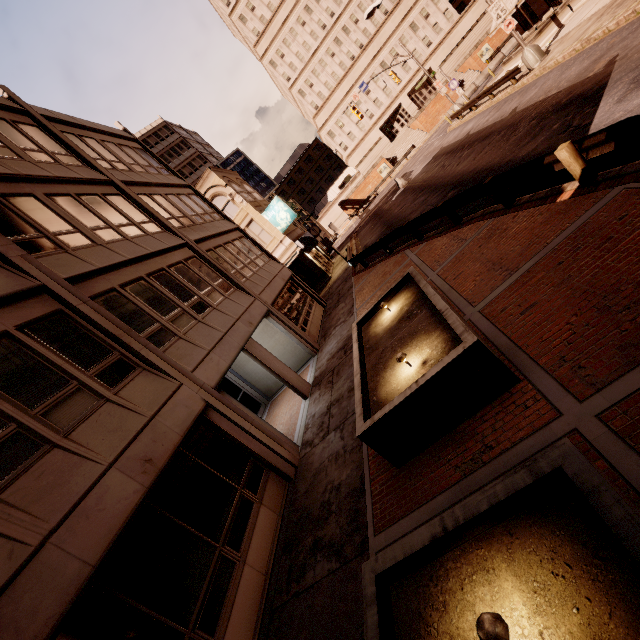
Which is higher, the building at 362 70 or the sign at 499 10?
the building at 362 70

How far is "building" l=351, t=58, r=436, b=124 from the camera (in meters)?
56.75

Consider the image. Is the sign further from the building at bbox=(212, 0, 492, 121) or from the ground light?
the building at bbox=(212, 0, 492, 121)

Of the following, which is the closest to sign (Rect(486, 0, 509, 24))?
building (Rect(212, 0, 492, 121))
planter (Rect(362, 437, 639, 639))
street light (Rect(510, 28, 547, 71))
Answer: street light (Rect(510, 28, 547, 71))

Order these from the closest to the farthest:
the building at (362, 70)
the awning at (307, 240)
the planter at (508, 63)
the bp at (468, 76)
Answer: the planter at (508, 63) → the awning at (307, 240) → the bp at (468, 76) → the building at (362, 70)

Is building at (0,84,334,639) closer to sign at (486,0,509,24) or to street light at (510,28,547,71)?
street light at (510,28,547,71)

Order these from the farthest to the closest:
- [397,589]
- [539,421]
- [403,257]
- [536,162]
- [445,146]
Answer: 1. [445,146]
2. [403,257]
3. [536,162]
4. [539,421]
5. [397,589]

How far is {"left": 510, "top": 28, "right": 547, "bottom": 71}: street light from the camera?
19.0m
